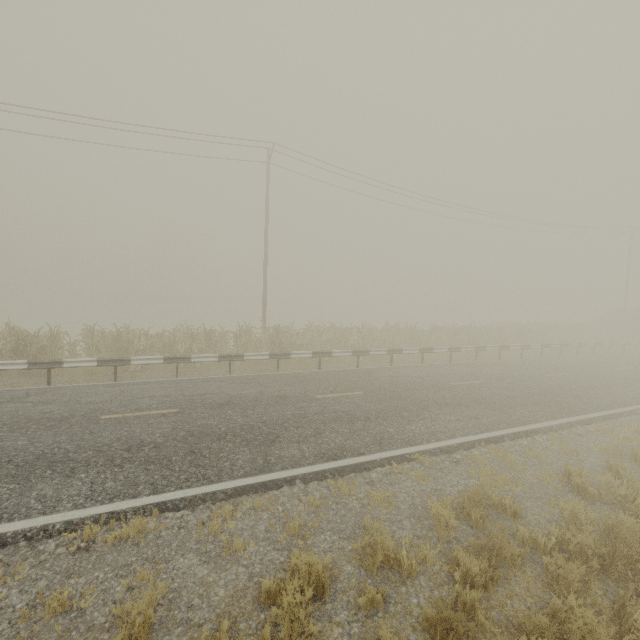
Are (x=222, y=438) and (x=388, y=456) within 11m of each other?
yes
